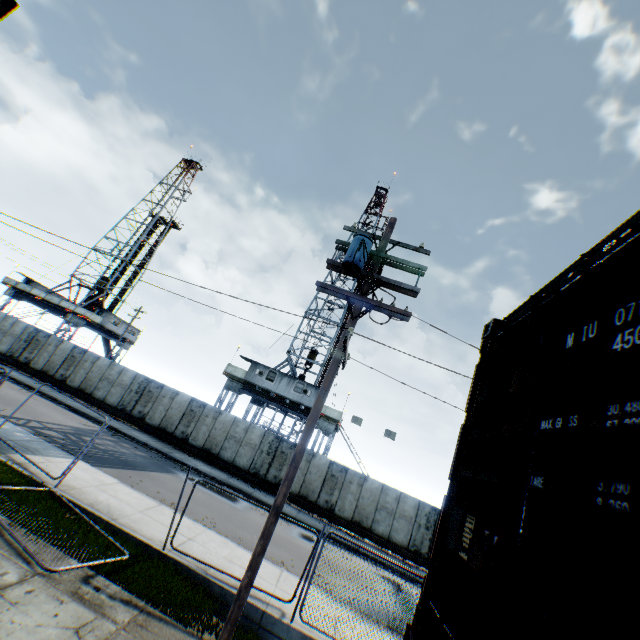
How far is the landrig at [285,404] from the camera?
27.0 meters

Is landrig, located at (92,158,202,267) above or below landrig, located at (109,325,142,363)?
above

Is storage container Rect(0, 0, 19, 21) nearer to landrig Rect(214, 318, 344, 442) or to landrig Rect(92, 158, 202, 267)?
landrig Rect(214, 318, 344, 442)

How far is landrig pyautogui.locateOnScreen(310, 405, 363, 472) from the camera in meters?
26.8

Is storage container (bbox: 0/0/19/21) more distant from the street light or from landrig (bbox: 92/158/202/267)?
landrig (bbox: 92/158/202/267)

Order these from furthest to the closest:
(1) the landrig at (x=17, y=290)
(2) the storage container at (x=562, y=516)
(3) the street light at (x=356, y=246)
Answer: (1) the landrig at (x=17, y=290)
(3) the street light at (x=356, y=246)
(2) the storage container at (x=562, y=516)

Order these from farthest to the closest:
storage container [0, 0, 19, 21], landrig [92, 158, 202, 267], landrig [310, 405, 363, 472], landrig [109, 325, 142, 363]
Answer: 1. landrig [92, 158, 202, 267]
2. landrig [109, 325, 142, 363]
3. landrig [310, 405, 363, 472]
4. storage container [0, 0, 19, 21]

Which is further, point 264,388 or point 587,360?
point 264,388
